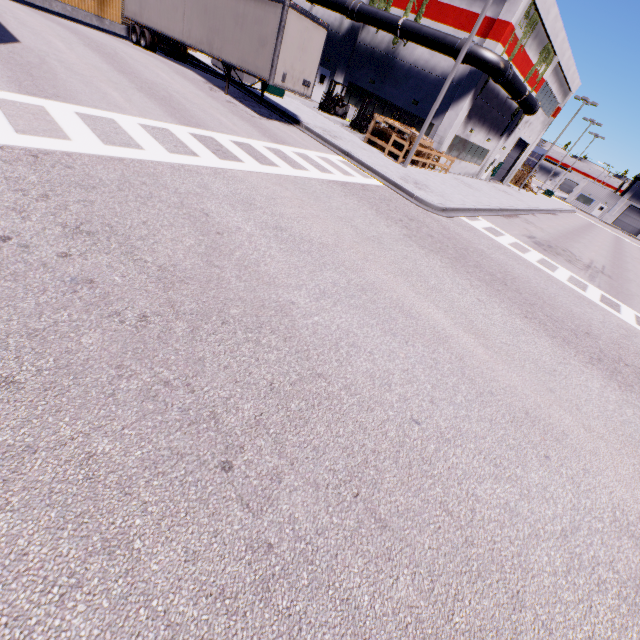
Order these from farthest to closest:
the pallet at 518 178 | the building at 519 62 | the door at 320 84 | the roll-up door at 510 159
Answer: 1. the pallet at 518 178
2. the roll-up door at 510 159
3. the door at 320 84
4. the building at 519 62

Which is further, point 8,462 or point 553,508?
point 553,508

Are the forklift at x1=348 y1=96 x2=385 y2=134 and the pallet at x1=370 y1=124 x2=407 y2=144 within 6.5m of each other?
yes

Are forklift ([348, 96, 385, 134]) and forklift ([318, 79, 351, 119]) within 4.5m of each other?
yes

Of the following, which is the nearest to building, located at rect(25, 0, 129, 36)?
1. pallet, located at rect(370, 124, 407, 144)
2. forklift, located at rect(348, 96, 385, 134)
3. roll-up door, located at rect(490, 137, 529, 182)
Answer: roll-up door, located at rect(490, 137, 529, 182)

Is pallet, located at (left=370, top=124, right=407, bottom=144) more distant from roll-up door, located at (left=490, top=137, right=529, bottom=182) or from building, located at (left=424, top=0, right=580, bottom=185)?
roll-up door, located at (left=490, top=137, right=529, bottom=182)

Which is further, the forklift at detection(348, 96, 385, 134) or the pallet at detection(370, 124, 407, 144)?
the forklift at detection(348, 96, 385, 134)

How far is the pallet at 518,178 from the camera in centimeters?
4228cm
